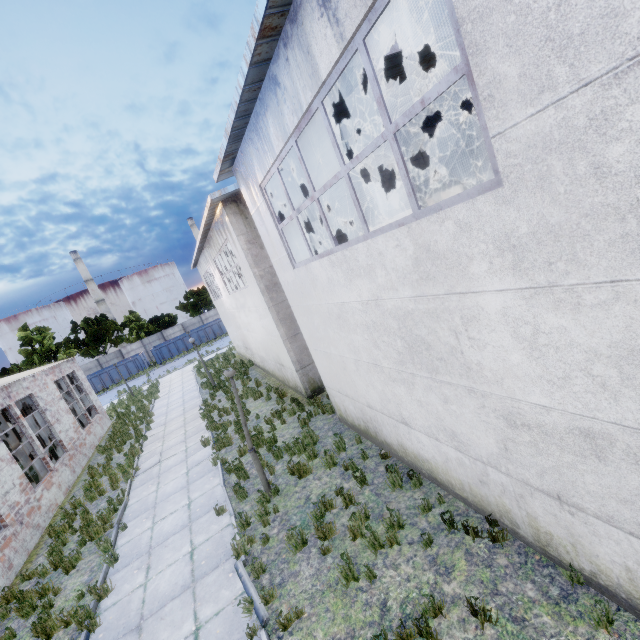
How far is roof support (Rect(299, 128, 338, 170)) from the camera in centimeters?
911cm

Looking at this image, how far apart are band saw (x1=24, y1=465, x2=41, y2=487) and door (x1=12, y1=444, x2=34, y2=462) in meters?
8.5 m

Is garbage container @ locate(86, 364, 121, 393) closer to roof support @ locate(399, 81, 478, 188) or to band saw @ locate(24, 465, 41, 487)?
band saw @ locate(24, 465, 41, 487)

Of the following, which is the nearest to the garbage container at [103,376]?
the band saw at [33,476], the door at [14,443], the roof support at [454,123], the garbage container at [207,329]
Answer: the garbage container at [207,329]

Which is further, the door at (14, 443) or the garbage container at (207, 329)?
the garbage container at (207, 329)

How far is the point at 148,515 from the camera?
9.3m

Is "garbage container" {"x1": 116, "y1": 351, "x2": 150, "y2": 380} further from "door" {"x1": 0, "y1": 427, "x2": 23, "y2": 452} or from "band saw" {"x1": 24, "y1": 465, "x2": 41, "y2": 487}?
"band saw" {"x1": 24, "y1": 465, "x2": 41, "y2": 487}

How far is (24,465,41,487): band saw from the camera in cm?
1264
